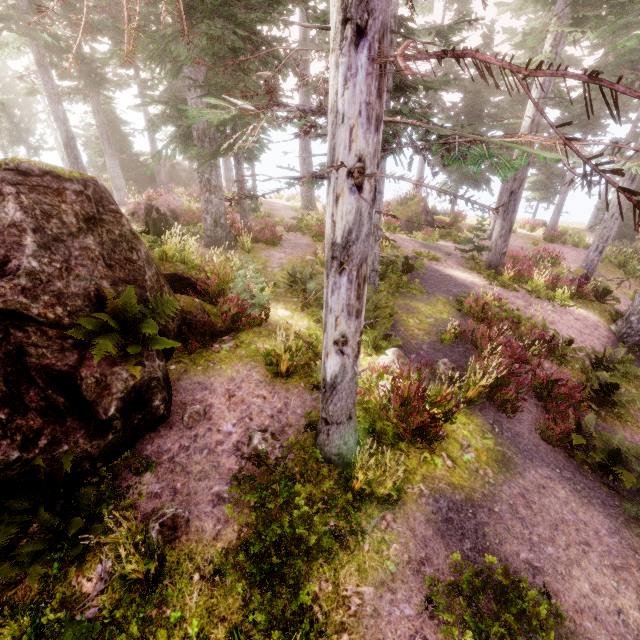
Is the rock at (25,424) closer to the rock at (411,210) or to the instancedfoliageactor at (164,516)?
the instancedfoliageactor at (164,516)

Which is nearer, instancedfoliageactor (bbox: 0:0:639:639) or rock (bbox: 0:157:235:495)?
instancedfoliageactor (bbox: 0:0:639:639)

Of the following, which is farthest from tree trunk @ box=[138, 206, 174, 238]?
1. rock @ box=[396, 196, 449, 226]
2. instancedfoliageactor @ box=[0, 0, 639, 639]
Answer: rock @ box=[396, 196, 449, 226]

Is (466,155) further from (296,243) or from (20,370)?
(296,243)

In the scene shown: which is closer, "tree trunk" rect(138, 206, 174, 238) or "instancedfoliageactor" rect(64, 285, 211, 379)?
"instancedfoliageactor" rect(64, 285, 211, 379)

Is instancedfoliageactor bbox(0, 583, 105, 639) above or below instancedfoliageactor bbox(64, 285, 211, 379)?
below

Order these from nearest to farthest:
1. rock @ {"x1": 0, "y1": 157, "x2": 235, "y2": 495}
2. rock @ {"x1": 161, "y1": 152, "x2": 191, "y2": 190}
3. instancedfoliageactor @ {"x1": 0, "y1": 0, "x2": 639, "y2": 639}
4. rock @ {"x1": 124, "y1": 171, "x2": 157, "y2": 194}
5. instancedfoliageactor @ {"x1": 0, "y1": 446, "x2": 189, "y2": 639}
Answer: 1. instancedfoliageactor @ {"x1": 0, "y1": 0, "x2": 639, "y2": 639}
2. instancedfoliageactor @ {"x1": 0, "y1": 446, "x2": 189, "y2": 639}
3. rock @ {"x1": 0, "y1": 157, "x2": 235, "y2": 495}
4. rock @ {"x1": 124, "y1": 171, "x2": 157, "y2": 194}
5. rock @ {"x1": 161, "y1": 152, "x2": 191, "y2": 190}

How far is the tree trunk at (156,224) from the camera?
13.4m
